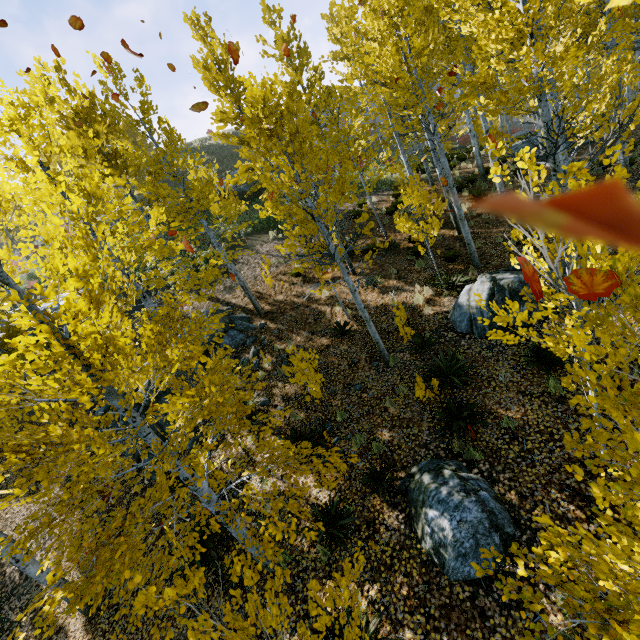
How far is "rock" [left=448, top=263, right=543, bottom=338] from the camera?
8.47m

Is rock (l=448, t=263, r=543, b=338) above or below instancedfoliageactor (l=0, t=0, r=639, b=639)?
below

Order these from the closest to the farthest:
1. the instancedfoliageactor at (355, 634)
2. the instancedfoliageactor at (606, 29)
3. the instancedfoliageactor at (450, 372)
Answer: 1. the instancedfoliageactor at (355, 634)
2. the instancedfoliageactor at (606, 29)
3. the instancedfoliageactor at (450, 372)

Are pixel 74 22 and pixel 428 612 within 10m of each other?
no

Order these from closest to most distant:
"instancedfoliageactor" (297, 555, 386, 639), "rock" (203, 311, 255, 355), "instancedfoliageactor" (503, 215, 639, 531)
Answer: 1. "instancedfoliageactor" (503, 215, 639, 531)
2. "instancedfoliageactor" (297, 555, 386, 639)
3. "rock" (203, 311, 255, 355)

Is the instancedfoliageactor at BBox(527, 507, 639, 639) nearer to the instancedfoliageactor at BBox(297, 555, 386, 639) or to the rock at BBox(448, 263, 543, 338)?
the instancedfoliageactor at BBox(297, 555, 386, 639)

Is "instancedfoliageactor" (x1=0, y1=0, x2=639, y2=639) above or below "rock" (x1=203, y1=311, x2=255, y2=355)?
above

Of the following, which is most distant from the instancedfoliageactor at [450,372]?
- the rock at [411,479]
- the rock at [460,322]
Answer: the rock at [411,479]
